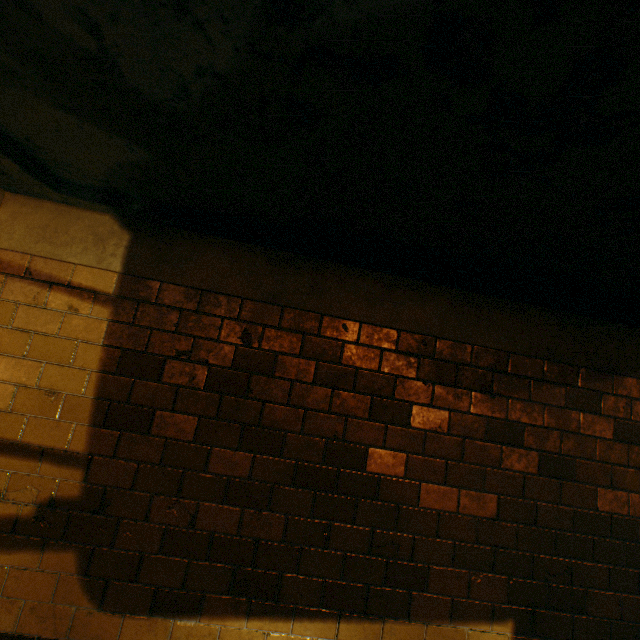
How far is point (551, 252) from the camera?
1.6 meters
